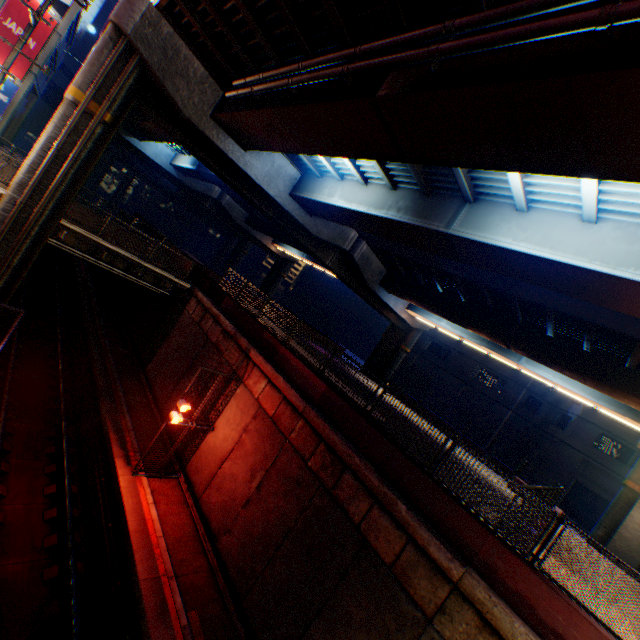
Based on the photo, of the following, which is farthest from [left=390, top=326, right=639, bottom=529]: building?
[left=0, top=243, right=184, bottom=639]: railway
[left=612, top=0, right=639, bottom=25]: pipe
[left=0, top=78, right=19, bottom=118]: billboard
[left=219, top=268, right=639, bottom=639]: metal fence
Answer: [left=0, top=78, right=19, bottom=118]: billboard

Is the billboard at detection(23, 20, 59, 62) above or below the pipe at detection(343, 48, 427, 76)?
below

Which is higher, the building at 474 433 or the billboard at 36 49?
the billboard at 36 49

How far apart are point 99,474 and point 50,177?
11.9m

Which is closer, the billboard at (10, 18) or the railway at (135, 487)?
the railway at (135, 487)

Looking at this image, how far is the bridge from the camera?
16.0 meters

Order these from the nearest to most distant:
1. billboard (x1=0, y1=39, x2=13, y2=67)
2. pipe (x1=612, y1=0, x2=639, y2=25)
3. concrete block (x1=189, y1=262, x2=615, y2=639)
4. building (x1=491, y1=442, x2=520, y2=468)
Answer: pipe (x1=612, y1=0, x2=639, y2=25)
concrete block (x1=189, y1=262, x2=615, y2=639)
billboard (x1=0, y1=39, x2=13, y2=67)
building (x1=491, y1=442, x2=520, y2=468)

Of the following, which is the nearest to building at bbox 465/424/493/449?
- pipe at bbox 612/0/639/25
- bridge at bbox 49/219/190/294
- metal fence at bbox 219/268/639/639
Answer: metal fence at bbox 219/268/639/639
